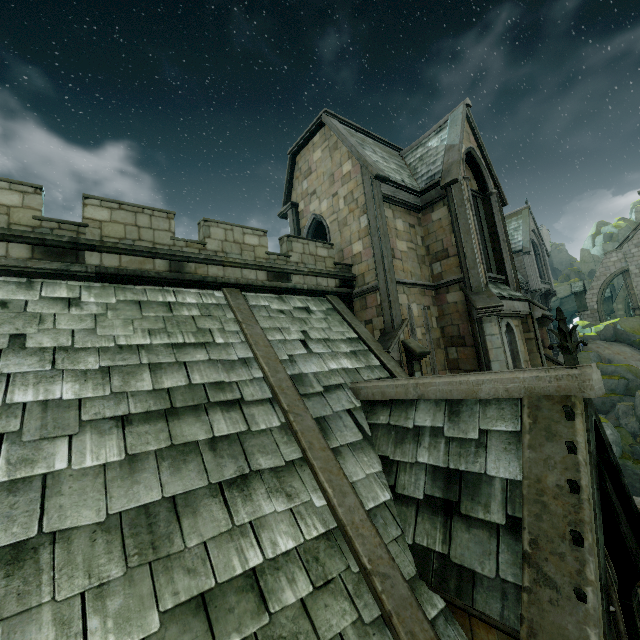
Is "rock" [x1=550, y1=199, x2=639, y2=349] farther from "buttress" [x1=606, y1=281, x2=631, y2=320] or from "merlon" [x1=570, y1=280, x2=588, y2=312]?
"buttress" [x1=606, y1=281, x2=631, y2=320]

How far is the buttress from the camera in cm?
4172

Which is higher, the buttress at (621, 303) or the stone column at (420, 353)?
the buttress at (621, 303)

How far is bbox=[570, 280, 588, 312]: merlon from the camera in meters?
35.6

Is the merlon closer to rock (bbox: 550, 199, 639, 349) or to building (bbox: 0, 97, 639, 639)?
building (bbox: 0, 97, 639, 639)

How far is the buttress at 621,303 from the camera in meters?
41.7 m

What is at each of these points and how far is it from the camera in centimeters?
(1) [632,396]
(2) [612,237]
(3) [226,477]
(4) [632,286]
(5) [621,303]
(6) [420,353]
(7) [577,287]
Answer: (1) rock, 2539cm
(2) rock, 5031cm
(3) building, 542cm
(4) building, 3300cm
(5) buttress, 4216cm
(6) stone column, 1072cm
(7) merlon, 3625cm

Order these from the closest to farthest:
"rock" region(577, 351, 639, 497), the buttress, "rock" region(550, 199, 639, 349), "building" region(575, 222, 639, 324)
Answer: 1. "rock" region(577, 351, 639, 497)
2. "rock" region(550, 199, 639, 349)
3. "building" region(575, 222, 639, 324)
4. the buttress
